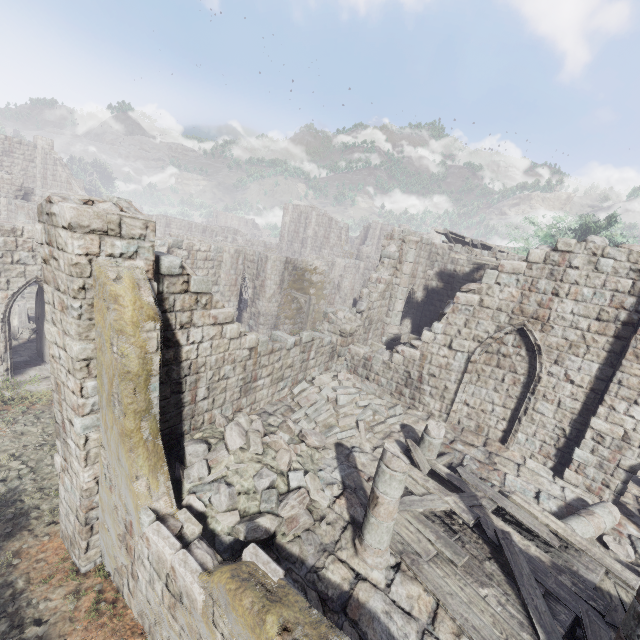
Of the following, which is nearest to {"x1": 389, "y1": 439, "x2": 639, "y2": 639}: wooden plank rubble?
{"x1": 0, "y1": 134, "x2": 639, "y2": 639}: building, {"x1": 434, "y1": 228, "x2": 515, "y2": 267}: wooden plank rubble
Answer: {"x1": 0, "y1": 134, "x2": 639, "y2": 639}: building

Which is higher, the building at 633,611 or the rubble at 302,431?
the building at 633,611

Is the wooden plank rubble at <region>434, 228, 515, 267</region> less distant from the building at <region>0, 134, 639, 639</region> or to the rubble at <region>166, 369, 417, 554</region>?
the building at <region>0, 134, 639, 639</region>

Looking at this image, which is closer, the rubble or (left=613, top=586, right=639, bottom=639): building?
(left=613, top=586, right=639, bottom=639): building

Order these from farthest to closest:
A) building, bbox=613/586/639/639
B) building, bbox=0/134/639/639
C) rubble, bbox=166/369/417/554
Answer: rubble, bbox=166/369/417/554 < building, bbox=0/134/639/639 < building, bbox=613/586/639/639

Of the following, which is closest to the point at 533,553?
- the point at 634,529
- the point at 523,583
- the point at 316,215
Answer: the point at 523,583

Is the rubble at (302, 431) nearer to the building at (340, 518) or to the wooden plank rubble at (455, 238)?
the building at (340, 518)

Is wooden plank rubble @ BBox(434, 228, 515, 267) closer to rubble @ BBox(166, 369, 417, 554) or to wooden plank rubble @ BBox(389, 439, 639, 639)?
rubble @ BBox(166, 369, 417, 554)
